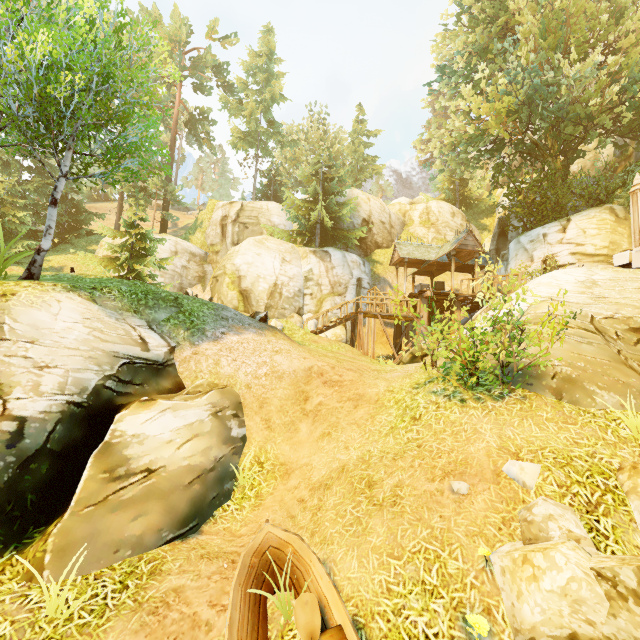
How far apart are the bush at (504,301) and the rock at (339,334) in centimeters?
1360cm

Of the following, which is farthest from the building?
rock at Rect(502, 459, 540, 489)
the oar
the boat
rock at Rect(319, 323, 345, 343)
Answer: the oar

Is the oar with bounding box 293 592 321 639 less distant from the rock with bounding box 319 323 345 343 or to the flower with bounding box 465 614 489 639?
the flower with bounding box 465 614 489 639

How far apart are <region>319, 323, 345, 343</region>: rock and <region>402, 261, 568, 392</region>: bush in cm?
1360

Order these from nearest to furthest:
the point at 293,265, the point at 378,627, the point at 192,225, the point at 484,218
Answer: the point at 378,627
the point at 293,265
the point at 192,225
the point at 484,218

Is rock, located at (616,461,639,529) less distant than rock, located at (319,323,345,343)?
Yes

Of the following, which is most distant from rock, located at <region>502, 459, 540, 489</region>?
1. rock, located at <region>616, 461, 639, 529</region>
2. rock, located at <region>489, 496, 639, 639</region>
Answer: rock, located at <region>616, 461, 639, 529</region>

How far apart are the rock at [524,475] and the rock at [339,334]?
16.87m
